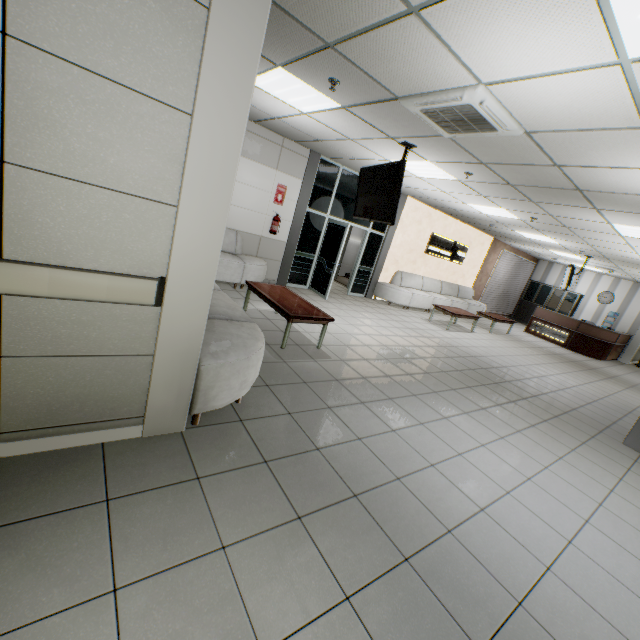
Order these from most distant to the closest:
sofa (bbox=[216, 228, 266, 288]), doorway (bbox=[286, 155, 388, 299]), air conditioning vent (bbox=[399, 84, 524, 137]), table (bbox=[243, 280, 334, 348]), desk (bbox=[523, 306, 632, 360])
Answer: desk (bbox=[523, 306, 632, 360]) → doorway (bbox=[286, 155, 388, 299]) → sofa (bbox=[216, 228, 266, 288]) → table (bbox=[243, 280, 334, 348]) → air conditioning vent (bbox=[399, 84, 524, 137])

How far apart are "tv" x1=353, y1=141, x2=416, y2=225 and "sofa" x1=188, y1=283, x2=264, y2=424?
2.3 meters

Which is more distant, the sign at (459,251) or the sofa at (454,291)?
the sign at (459,251)

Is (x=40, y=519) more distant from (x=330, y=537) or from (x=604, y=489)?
(x=604, y=489)

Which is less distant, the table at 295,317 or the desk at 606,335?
the table at 295,317

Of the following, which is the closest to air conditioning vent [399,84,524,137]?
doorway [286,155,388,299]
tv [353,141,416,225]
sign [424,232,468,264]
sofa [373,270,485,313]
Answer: tv [353,141,416,225]

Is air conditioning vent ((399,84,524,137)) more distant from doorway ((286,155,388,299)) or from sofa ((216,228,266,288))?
doorway ((286,155,388,299))

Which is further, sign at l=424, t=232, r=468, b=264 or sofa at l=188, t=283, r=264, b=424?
sign at l=424, t=232, r=468, b=264
